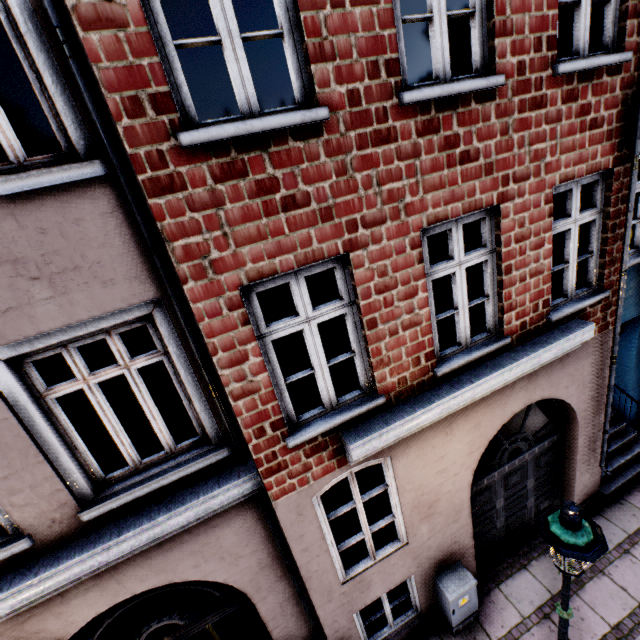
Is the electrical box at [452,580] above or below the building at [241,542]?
below

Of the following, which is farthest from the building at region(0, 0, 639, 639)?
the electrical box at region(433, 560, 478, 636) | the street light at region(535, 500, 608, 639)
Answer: the street light at region(535, 500, 608, 639)

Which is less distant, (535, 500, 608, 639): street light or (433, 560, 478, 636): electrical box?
(535, 500, 608, 639): street light

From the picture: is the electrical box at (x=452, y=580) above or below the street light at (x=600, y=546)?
below

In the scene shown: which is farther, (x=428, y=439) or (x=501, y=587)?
(x=501, y=587)

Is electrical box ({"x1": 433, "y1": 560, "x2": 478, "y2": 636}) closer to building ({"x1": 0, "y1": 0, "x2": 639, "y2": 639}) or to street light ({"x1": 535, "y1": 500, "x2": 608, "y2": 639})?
building ({"x1": 0, "y1": 0, "x2": 639, "y2": 639})
